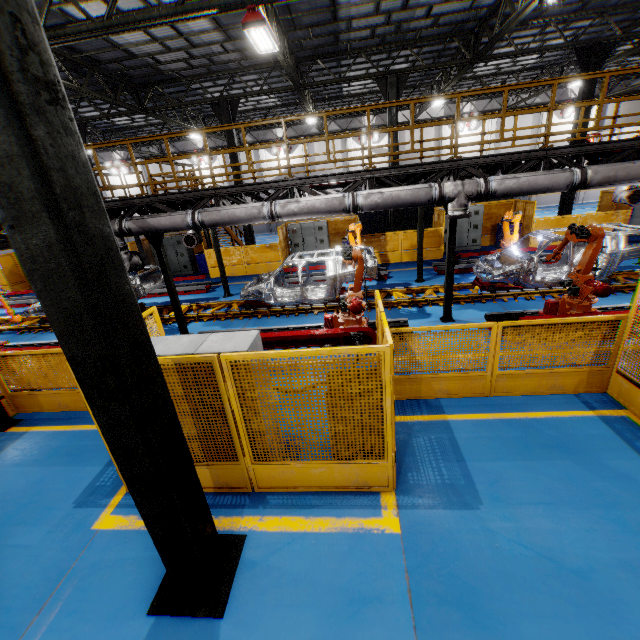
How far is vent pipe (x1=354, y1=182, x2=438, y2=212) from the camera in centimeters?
742cm

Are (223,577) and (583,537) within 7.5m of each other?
yes

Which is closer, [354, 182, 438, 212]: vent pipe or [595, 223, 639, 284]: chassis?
[354, 182, 438, 212]: vent pipe

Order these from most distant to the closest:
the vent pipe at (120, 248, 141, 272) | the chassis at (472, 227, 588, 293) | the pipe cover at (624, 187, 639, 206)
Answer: the pipe cover at (624, 187, 639, 206), the chassis at (472, 227, 588, 293), the vent pipe at (120, 248, 141, 272)

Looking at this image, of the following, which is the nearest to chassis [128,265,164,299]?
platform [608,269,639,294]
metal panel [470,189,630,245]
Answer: platform [608,269,639,294]

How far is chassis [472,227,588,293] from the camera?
9.5m

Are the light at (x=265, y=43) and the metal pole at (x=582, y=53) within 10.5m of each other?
no

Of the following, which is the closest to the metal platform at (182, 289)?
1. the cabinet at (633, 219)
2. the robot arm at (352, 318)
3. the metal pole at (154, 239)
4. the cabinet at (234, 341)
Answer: the metal pole at (154, 239)
